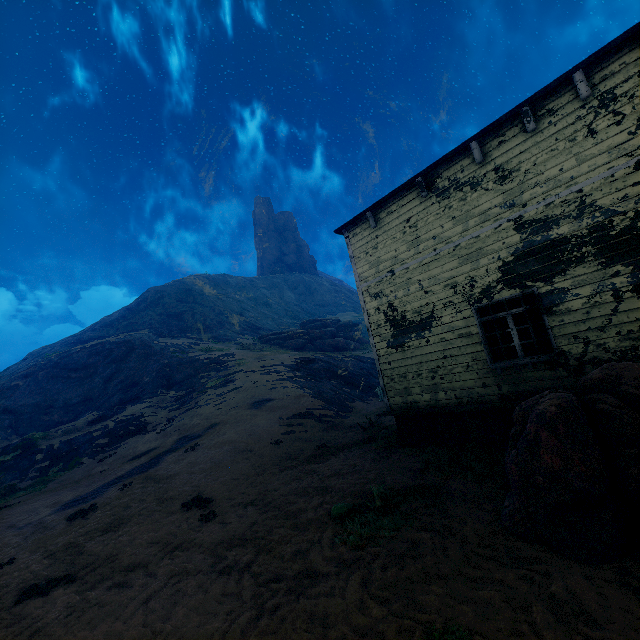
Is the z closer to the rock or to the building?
the building

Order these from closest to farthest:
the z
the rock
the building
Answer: the z, the building, the rock

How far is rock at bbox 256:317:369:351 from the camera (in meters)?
35.06

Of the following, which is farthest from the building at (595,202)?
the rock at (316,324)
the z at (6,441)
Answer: the rock at (316,324)

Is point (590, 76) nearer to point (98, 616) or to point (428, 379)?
point (428, 379)

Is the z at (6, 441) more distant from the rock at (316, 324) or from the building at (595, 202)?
the rock at (316, 324)

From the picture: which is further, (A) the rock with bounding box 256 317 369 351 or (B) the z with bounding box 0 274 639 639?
(A) the rock with bounding box 256 317 369 351

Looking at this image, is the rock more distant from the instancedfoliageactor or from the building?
the instancedfoliageactor
